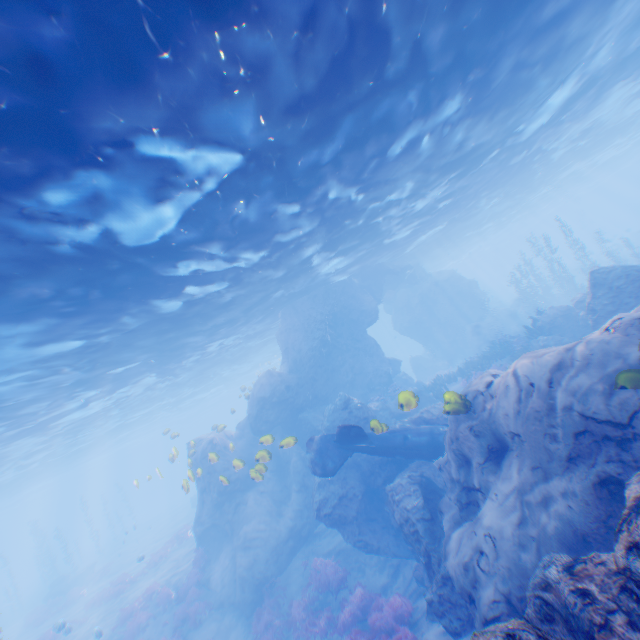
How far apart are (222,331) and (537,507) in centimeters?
2087cm

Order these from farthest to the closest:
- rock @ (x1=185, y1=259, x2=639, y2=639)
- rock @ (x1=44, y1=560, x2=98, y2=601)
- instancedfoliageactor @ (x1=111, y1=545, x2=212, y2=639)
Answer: rock @ (x1=44, y1=560, x2=98, y2=601)
instancedfoliageactor @ (x1=111, y1=545, x2=212, y2=639)
rock @ (x1=185, y1=259, x2=639, y2=639)

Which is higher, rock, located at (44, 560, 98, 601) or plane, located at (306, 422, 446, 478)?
plane, located at (306, 422, 446, 478)

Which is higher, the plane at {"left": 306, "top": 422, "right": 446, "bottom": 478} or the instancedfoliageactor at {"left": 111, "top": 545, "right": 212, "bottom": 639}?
the plane at {"left": 306, "top": 422, "right": 446, "bottom": 478}

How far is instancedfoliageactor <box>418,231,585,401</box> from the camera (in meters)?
19.89

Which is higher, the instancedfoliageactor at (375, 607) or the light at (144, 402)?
the light at (144, 402)

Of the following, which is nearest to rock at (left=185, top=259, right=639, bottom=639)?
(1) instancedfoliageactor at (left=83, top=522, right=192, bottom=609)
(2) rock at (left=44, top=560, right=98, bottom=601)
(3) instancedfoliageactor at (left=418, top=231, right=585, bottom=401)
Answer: (3) instancedfoliageactor at (left=418, top=231, right=585, bottom=401)

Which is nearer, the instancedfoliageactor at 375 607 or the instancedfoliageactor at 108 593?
the instancedfoliageactor at 375 607
